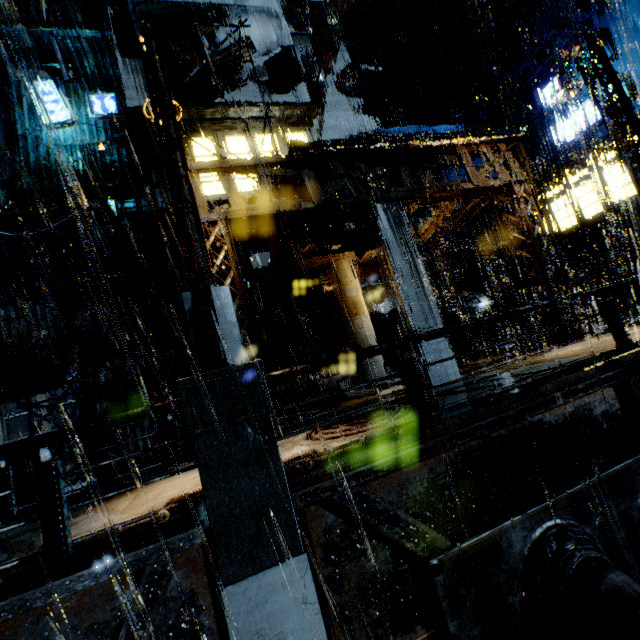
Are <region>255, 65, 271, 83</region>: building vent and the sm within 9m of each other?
yes

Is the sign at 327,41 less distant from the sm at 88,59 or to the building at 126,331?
the building at 126,331

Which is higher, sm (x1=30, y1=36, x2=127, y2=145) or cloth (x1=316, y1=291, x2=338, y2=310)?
sm (x1=30, y1=36, x2=127, y2=145)

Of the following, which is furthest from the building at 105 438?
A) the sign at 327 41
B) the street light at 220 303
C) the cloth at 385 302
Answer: the street light at 220 303

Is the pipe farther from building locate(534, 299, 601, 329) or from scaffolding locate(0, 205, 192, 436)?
scaffolding locate(0, 205, 192, 436)

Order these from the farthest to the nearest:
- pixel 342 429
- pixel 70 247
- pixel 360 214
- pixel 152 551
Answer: pixel 70 247 → pixel 360 214 → pixel 342 429 → pixel 152 551

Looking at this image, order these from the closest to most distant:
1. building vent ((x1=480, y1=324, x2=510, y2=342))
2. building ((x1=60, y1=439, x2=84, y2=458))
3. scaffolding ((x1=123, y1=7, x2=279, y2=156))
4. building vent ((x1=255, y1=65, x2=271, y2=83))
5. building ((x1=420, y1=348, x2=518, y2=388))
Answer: building ((x1=420, y1=348, x2=518, y2=388)), scaffolding ((x1=123, y1=7, x2=279, y2=156)), building ((x1=60, y1=439, x2=84, y2=458)), building vent ((x1=255, y1=65, x2=271, y2=83)), building vent ((x1=480, y1=324, x2=510, y2=342))

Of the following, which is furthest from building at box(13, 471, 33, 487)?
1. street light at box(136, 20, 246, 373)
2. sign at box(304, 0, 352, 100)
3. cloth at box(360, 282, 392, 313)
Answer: street light at box(136, 20, 246, 373)
